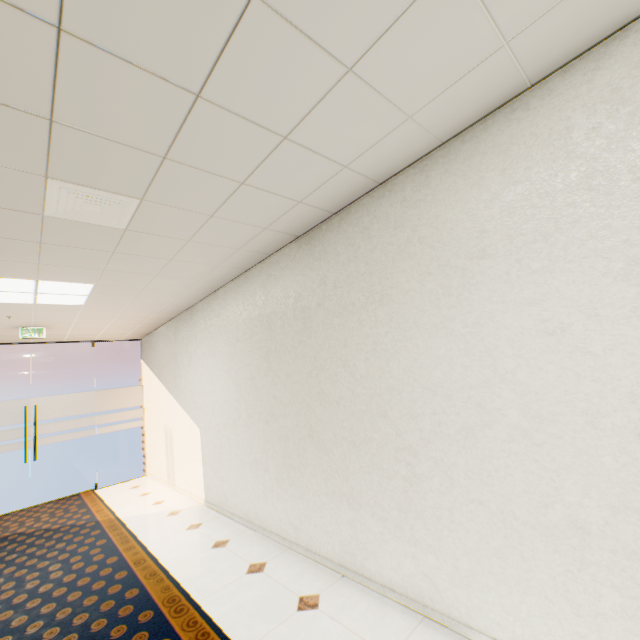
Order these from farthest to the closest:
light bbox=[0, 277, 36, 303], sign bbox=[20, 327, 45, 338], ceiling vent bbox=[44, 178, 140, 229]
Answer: sign bbox=[20, 327, 45, 338]
light bbox=[0, 277, 36, 303]
ceiling vent bbox=[44, 178, 140, 229]

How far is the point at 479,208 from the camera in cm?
190

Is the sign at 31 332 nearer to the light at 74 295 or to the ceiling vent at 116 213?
the light at 74 295

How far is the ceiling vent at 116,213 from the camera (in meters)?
2.00

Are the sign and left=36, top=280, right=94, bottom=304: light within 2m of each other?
yes

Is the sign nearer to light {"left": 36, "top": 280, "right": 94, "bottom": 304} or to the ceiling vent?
light {"left": 36, "top": 280, "right": 94, "bottom": 304}

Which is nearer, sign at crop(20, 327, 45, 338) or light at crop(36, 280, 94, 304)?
light at crop(36, 280, 94, 304)
